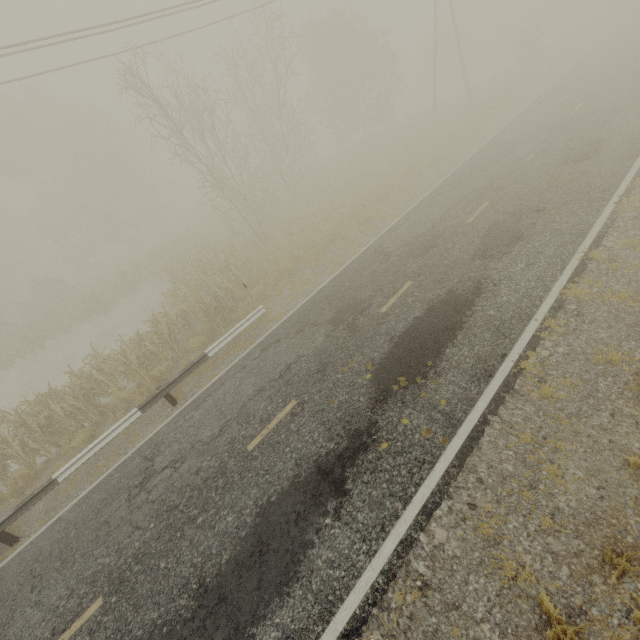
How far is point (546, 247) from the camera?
8.6m
